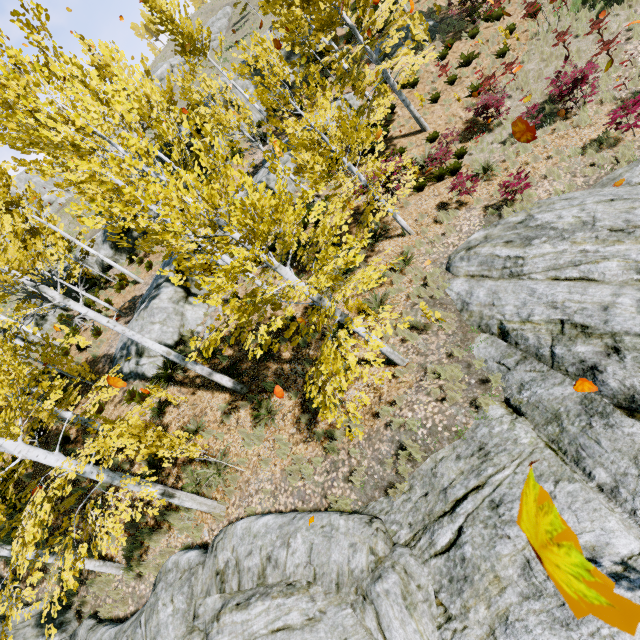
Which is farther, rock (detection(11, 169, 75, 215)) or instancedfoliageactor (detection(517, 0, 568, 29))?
rock (detection(11, 169, 75, 215))

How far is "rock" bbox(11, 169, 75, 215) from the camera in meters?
36.6

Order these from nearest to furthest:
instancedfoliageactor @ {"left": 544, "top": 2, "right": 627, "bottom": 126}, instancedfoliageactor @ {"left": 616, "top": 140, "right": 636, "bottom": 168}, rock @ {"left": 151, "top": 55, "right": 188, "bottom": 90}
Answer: instancedfoliageactor @ {"left": 616, "top": 140, "right": 636, "bottom": 168}, instancedfoliageactor @ {"left": 544, "top": 2, "right": 627, "bottom": 126}, rock @ {"left": 151, "top": 55, "right": 188, "bottom": 90}

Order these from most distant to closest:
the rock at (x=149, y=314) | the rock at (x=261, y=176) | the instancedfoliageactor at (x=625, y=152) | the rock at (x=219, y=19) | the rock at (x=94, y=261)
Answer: the rock at (x=219, y=19)
the rock at (x=94, y=261)
the rock at (x=261, y=176)
the rock at (x=149, y=314)
the instancedfoliageactor at (x=625, y=152)

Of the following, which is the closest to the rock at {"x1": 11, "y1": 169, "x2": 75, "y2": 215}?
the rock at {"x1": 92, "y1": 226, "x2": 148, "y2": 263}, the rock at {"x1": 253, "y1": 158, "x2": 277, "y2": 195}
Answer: the rock at {"x1": 92, "y1": 226, "x2": 148, "y2": 263}

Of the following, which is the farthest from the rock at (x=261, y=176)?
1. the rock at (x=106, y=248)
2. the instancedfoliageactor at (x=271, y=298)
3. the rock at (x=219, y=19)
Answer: the rock at (x=219, y=19)

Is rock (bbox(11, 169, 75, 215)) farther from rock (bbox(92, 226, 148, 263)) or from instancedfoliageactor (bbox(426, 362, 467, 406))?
rock (bbox(92, 226, 148, 263))

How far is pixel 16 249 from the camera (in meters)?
13.70
